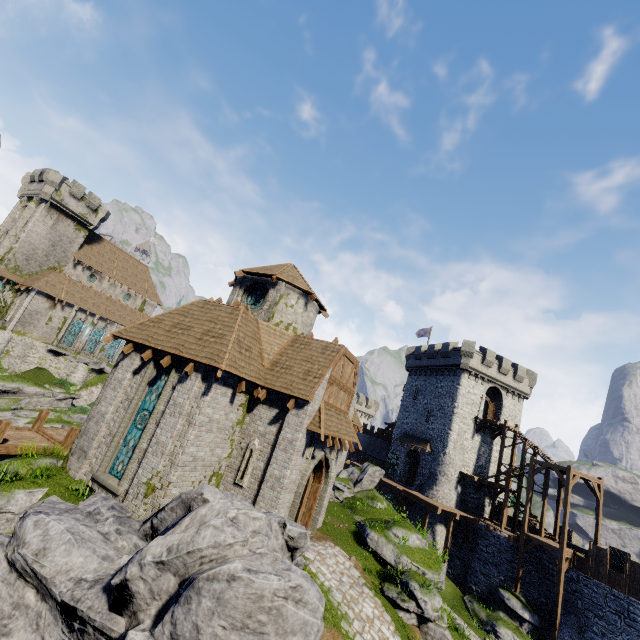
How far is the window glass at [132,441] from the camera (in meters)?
12.86

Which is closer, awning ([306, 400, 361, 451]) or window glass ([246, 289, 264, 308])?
awning ([306, 400, 361, 451])

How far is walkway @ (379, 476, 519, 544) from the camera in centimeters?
2806cm

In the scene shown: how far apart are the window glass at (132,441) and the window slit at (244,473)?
4.0 meters

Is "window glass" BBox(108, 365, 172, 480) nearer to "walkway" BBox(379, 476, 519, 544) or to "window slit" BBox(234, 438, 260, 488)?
"window slit" BBox(234, 438, 260, 488)

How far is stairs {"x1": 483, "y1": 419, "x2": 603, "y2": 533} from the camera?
25.2m

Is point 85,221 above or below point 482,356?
above

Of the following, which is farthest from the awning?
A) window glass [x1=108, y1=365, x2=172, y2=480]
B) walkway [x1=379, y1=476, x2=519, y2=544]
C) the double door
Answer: walkway [x1=379, y1=476, x2=519, y2=544]
